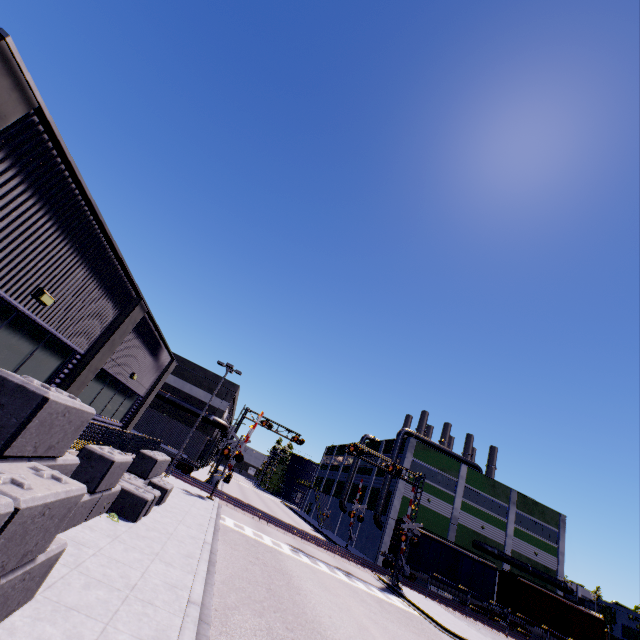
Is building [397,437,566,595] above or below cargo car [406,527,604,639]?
above

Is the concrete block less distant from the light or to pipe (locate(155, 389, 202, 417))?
the light

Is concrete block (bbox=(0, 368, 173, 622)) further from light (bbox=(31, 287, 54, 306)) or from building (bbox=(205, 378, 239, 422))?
light (bbox=(31, 287, 54, 306))

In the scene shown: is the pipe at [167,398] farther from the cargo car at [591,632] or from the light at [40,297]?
the light at [40,297]

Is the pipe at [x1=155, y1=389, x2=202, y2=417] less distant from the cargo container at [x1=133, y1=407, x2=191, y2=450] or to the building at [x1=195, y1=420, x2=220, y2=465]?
the building at [x1=195, y1=420, x2=220, y2=465]

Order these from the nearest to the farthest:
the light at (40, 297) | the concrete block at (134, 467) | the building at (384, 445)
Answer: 1. the concrete block at (134, 467)
2. the light at (40, 297)
3. the building at (384, 445)

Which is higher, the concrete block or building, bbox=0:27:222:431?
building, bbox=0:27:222:431

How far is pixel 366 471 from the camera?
51.2 meters
